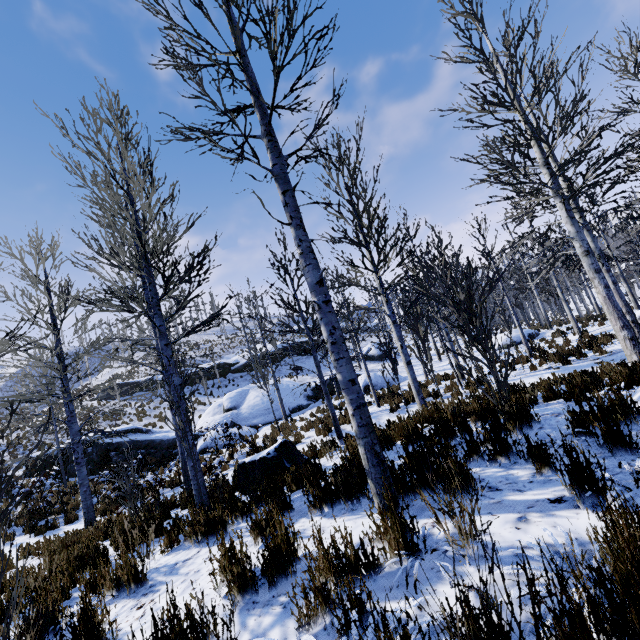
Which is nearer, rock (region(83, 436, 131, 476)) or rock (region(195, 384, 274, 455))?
rock (region(83, 436, 131, 476))

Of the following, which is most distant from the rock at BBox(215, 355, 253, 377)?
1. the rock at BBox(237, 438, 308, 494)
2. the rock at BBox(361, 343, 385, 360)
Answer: the rock at BBox(237, 438, 308, 494)

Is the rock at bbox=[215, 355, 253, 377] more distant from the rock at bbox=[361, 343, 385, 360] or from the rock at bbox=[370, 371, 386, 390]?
the rock at bbox=[370, 371, 386, 390]

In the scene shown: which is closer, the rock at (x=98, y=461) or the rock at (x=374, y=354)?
the rock at (x=98, y=461)

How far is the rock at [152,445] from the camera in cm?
1691

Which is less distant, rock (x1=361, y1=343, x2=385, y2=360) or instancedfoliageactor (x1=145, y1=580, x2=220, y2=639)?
instancedfoliageactor (x1=145, y1=580, x2=220, y2=639)

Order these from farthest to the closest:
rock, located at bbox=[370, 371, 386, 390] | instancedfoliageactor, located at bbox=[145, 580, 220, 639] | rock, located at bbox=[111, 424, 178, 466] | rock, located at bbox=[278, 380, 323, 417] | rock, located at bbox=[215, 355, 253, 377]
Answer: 1. rock, located at bbox=[215, 355, 253, 377]
2. rock, located at bbox=[370, 371, 386, 390]
3. rock, located at bbox=[278, 380, 323, 417]
4. rock, located at bbox=[111, 424, 178, 466]
5. instancedfoliageactor, located at bbox=[145, 580, 220, 639]

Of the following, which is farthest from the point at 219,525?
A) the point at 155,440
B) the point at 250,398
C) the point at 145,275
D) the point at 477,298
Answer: the point at 477,298
